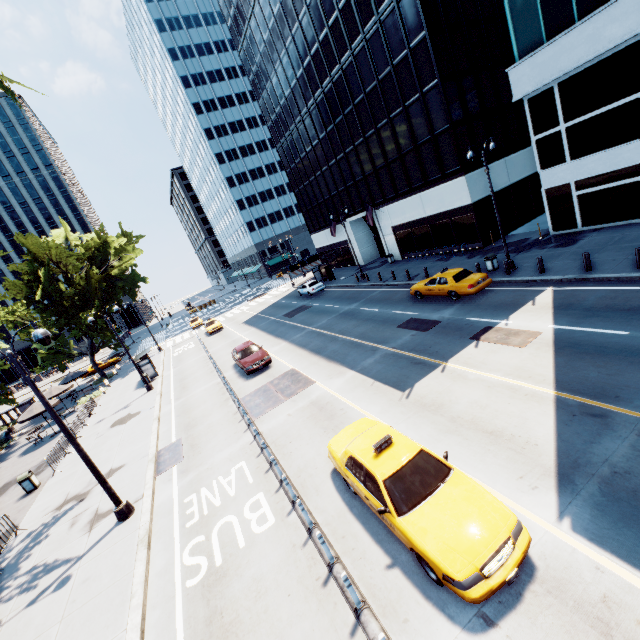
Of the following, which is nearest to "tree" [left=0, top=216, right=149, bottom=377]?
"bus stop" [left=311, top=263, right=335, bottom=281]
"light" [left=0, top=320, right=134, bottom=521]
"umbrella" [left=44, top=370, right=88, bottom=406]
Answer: "light" [left=0, top=320, right=134, bottom=521]

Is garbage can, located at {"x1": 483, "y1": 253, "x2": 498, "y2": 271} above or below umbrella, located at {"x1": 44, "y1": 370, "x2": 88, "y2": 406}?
below

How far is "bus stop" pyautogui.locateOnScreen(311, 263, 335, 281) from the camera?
40.0 meters

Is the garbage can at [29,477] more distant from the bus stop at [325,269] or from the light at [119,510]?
the bus stop at [325,269]

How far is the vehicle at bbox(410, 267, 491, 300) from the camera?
17.69m

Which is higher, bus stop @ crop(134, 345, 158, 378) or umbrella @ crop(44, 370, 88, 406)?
umbrella @ crop(44, 370, 88, 406)

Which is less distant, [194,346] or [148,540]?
[148,540]

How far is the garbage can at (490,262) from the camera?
20.1 meters
